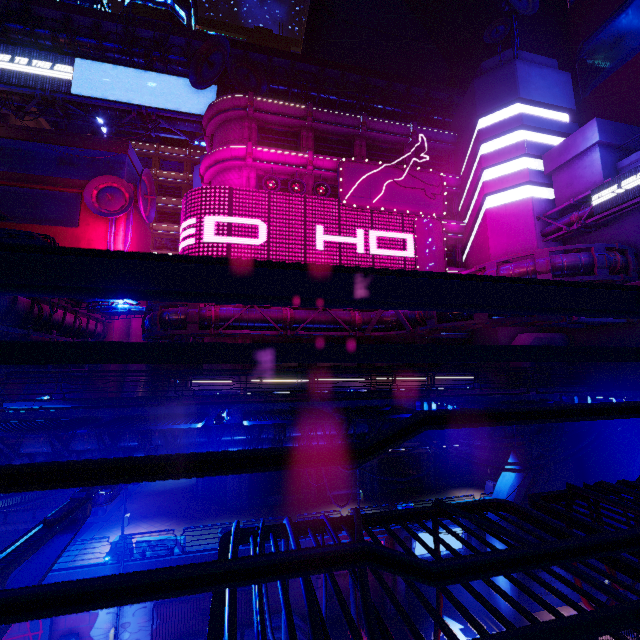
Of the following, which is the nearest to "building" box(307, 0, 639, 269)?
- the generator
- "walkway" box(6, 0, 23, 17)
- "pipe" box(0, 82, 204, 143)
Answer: "walkway" box(6, 0, 23, 17)

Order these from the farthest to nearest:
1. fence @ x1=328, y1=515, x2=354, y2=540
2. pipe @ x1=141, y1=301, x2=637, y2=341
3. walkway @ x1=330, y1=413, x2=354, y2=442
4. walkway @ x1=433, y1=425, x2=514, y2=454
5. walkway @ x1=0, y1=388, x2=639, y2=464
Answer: pipe @ x1=141, y1=301, x2=637, y2=341, walkway @ x1=433, y1=425, x2=514, y2=454, walkway @ x1=330, y1=413, x2=354, y2=442, walkway @ x1=0, y1=388, x2=639, y2=464, fence @ x1=328, y1=515, x2=354, y2=540

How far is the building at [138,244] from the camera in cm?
3378

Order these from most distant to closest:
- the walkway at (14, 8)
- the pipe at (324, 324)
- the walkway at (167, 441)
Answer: the walkway at (14, 8) < the pipe at (324, 324) < the walkway at (167, 441)

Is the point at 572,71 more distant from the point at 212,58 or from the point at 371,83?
the point at 212,58

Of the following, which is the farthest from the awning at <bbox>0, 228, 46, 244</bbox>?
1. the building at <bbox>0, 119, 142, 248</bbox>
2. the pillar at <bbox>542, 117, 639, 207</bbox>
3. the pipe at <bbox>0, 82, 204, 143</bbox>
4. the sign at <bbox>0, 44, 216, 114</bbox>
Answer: the pillar at <bbox>542, 117, 639, 207</bbox>

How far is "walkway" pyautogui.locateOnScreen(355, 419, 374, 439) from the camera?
13.5m

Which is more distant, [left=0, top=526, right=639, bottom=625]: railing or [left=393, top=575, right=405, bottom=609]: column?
[left=393, top=575, right=405, bottom=609]: column
